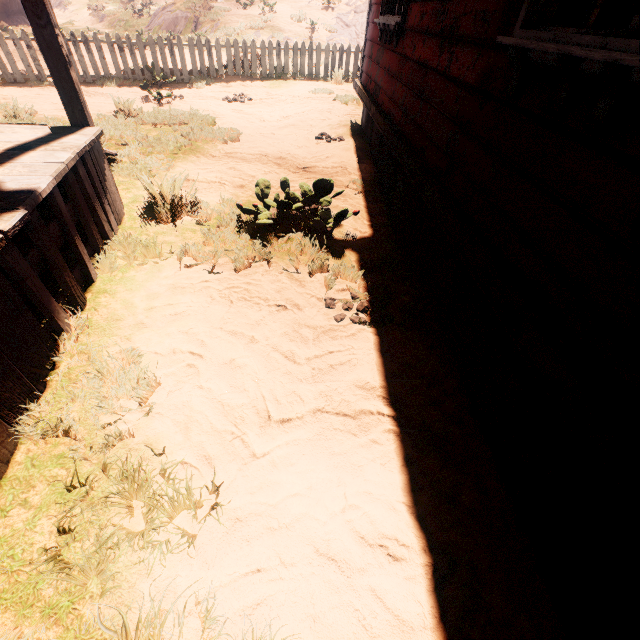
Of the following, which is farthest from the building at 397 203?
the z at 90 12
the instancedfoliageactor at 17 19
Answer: the instancedfoliageactor at 17 19

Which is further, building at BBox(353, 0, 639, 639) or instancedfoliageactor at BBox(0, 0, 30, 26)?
instancedfoliageactor at BBox(0, 0, 30, 26)

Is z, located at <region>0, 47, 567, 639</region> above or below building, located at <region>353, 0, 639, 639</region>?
below

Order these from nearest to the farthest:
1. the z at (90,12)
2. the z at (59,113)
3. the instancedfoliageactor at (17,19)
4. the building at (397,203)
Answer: the building at (397,203), the z at (59,113), the z at (90,12), the instancedfoliageactor at (17,19)

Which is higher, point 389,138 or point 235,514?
point 389,138

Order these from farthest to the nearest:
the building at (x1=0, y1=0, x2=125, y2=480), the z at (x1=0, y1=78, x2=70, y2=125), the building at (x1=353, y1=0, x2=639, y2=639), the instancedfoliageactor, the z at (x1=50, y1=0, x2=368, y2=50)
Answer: the instancedfoliageactor → the z at (x1=50, y1=0, x2=368, y2=50) → the z at (x1=0, y1=78, x2=70, y2=125) → the building at (x1=0, y1=0, x2=125, y2=480) → the building at (x1=353, y1=0, x2=639, y2=639)

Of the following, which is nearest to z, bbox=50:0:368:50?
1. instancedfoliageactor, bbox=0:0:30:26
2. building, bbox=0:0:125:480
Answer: building, bbox=0:0:125:480

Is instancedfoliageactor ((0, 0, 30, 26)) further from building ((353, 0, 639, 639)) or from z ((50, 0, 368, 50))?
building ((353, 0, 639, 639))
